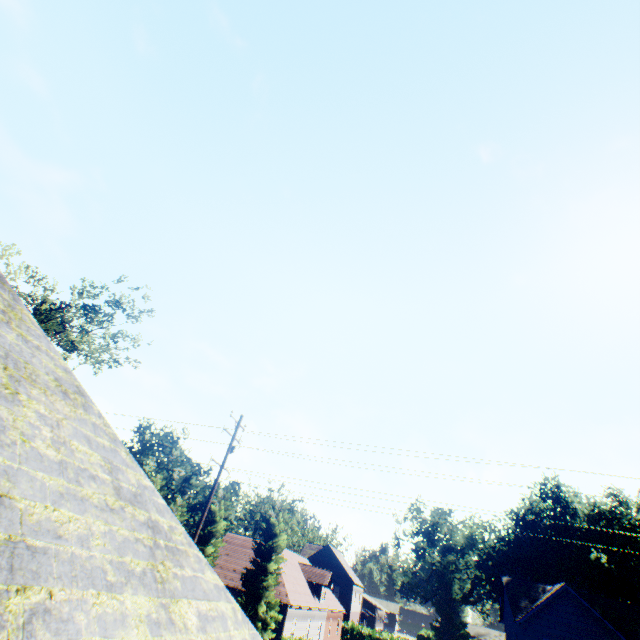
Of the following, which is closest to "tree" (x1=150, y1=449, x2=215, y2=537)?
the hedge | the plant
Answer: the hedge

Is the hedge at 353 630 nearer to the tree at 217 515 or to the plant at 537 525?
the tree at 217 515

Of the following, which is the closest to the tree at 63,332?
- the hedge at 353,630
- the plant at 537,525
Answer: the hedge at 353,630

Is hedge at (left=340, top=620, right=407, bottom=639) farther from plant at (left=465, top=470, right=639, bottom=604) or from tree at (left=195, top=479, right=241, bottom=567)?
plant at (left=465, top=470, right=639, bottom=604)

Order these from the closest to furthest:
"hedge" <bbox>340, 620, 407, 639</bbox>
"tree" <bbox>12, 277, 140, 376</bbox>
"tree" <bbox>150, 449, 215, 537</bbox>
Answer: "tree" <bbox>12, 277, 140, 376</bbox>
"tree" <bbox>150, 449, 215, 537</bbox>
"hedge" <bbox>340, 620, 407, 639</bbox>

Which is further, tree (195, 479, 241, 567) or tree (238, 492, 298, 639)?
tree (195, 479, 241, 567)

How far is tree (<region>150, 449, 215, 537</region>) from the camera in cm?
3378

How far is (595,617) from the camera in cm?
3366
